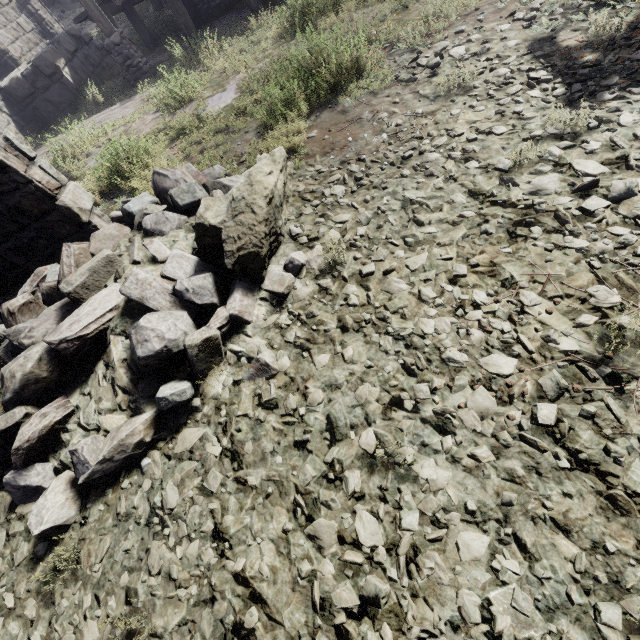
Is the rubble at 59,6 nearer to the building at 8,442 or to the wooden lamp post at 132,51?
the building at 8,442

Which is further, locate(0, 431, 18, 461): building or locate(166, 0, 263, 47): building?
locate(166, 0, 263, 47): building

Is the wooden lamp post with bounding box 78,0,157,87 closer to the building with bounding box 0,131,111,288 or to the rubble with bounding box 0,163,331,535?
the building with bounding box 0,131,111,288

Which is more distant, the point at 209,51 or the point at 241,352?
the point at 209,51

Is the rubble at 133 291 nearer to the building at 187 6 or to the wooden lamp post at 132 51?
the building at 187 6

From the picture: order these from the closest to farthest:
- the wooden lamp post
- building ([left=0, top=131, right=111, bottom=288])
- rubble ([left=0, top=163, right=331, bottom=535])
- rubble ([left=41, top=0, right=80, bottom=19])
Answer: rubble ([left=0, top=163, right=331, bottom=535]) → building ([left=0, top=131, right=111, bottom=288]) → the wooden lamp post → rubble ([left=41, top=0, right=80, bottom=19])

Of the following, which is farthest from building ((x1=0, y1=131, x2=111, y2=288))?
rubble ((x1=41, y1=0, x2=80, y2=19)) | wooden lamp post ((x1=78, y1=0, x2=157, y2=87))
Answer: wooden lamp post ((x1=78, y1=0, x2=157, y2=87))
